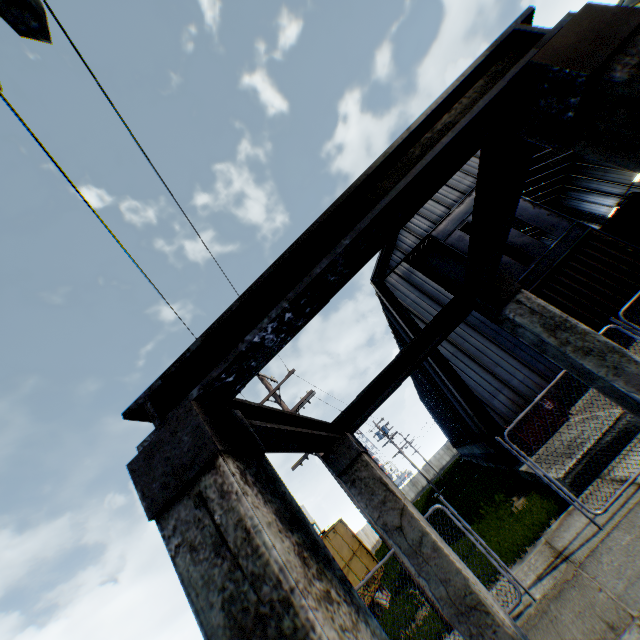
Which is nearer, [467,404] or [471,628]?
[471,628]

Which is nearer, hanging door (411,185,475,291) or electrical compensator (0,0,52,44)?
electrical compensator (0,0,52,44)

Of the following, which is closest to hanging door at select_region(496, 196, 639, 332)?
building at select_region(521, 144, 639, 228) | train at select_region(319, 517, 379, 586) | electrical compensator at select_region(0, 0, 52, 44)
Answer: building at select_region(521, 144, 639, 228)

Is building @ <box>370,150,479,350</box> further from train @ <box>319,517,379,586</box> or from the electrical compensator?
the electrical compensator

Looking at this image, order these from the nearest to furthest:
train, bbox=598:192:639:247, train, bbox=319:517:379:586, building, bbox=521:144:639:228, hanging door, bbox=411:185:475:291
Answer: train, bbox=319:517:379:586
hanging door, bbox=411:185:475:291
train, bbox=598:192:639:247
building, bbox=521:144:639:228

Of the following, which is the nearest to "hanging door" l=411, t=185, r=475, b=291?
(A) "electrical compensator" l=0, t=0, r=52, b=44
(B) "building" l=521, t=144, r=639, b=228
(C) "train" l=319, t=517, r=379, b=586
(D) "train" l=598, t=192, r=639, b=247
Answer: (B) "building" l=521, t=144, r=639, b=228

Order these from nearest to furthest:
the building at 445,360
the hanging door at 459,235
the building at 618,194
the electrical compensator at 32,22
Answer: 1. the electrical compensator at 32,22
2. the building at 445,360
3. the hanging door at 459,235
4. the building at 618,194

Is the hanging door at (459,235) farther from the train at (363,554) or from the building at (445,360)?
the train at (363,554)
